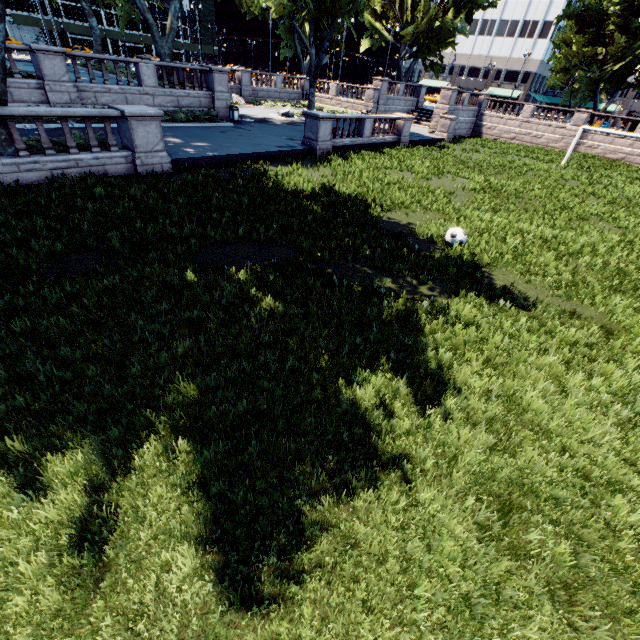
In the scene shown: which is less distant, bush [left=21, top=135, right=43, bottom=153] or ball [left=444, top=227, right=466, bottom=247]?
ball [left=444, top=227, right=466, bottom=247]

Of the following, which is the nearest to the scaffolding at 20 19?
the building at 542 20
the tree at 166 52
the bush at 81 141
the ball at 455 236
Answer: the tree at 166 52

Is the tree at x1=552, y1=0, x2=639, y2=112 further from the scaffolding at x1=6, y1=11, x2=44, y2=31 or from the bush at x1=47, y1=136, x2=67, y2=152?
the scaffolding at x1=6, y1=11, x2=44, y2=31

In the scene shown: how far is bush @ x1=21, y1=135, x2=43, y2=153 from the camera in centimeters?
1114cm

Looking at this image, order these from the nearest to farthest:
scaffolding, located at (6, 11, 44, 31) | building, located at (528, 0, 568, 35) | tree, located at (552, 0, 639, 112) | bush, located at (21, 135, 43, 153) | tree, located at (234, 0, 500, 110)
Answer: bush, located at (21, 135, 43, 153) < tree, located at (234, 0, 500, 110) < tree, located at (552, 0, 639, 112) < scaffolding, located at (6, 11, 44, 31) < building, located at (528, 0, 568, 35)

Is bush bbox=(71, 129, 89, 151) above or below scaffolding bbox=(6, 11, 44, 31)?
below

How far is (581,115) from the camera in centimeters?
3173cm

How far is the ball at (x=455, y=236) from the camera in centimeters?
1016cm
